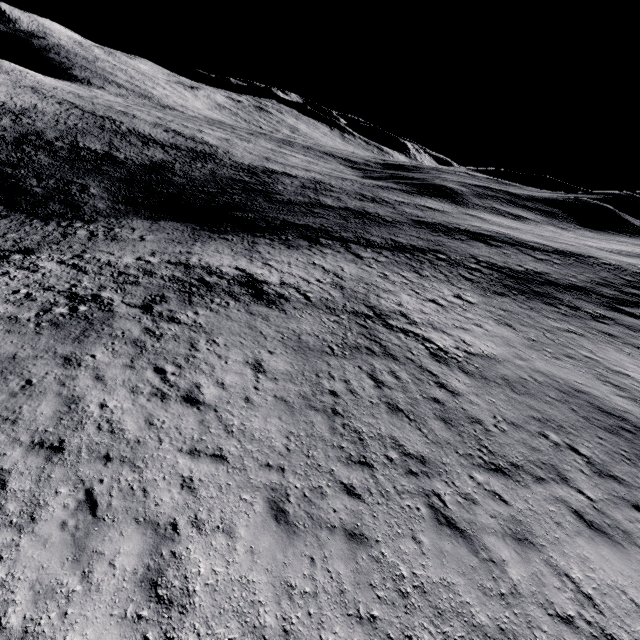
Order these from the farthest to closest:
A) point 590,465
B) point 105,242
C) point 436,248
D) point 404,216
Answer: point 404,216 < point 436,248 < point 105,242 < point 590,465
